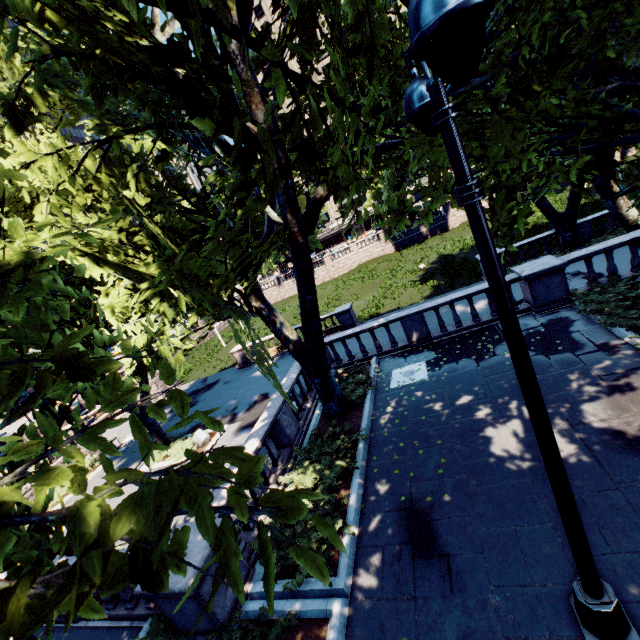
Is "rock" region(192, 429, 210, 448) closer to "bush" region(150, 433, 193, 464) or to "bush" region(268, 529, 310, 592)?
"bush" region(150, 433, 193, 464)

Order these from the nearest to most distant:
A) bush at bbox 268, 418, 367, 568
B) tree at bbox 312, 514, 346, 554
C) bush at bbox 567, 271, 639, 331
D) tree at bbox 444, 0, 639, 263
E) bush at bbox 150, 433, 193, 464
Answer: tree at bbox 312, 514, 346, 554 < tree at bbox 444, 0, 639, 263 < bush at bbox 268, 418, 367, 568 < bush at bbox 567, 271, 639, 331 < bush at bbox 150, 433, 193, 464

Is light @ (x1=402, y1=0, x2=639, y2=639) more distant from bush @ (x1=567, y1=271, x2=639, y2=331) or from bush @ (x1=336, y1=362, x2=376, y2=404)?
bush @ (x1=336, y1=362, x2=376, y2=404)

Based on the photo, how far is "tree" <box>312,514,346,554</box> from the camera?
1.3m

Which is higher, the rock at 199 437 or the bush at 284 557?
the bush at 284 557

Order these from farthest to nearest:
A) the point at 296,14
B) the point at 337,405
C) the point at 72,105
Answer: the point at 72,105 < the point at 337,405 < the point at 296,14

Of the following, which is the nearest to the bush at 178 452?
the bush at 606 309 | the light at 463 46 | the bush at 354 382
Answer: the bush at 354 382

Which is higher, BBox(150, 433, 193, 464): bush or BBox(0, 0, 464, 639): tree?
BBox(0, 0, 464, 639): tree
